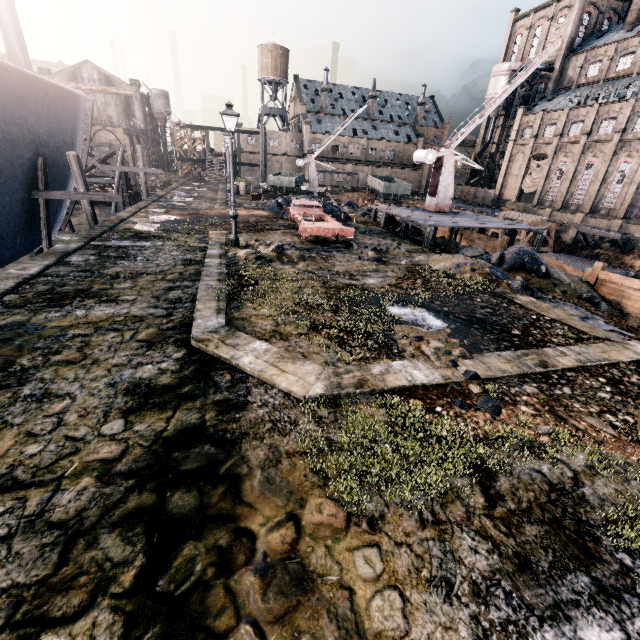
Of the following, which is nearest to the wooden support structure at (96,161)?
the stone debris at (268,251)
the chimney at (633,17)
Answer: the stone debris at (268,251)

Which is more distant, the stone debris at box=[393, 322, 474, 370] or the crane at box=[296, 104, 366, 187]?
the crane at box=[296, 104, 366, 187]

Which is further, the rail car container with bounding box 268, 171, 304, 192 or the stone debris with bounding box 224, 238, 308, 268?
the rail car container with bounding box 268, 171, 304, 192

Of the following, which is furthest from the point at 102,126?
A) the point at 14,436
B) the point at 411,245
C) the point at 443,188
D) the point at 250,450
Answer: the point at 250,450

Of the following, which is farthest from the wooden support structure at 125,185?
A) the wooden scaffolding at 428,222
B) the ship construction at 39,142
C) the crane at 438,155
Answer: the crane at 438,155

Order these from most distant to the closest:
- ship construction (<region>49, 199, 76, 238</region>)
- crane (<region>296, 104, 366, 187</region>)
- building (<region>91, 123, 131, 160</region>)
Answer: building (<region>91, 123, 131, 160</region>)
crane (<region>296, 104, 366, 187</region>)
ship construction (<region>49, 199, 76, 238</region>)

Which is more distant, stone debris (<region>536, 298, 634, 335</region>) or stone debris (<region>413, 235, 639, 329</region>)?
stone debris (<region>413, 235, 639, 329</region>)

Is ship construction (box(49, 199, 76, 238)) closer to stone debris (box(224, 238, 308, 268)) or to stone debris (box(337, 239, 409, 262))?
stone debris (box(224, 238, 308, 268))
